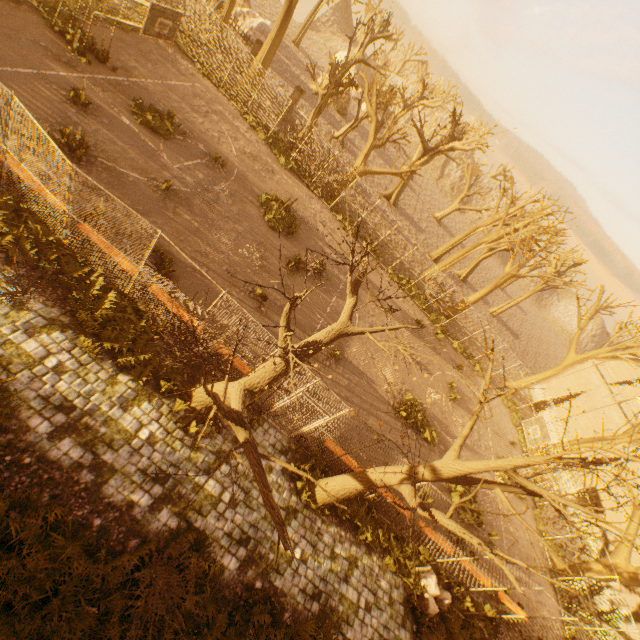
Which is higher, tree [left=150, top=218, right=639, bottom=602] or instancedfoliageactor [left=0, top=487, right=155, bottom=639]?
tree [left=150, top=218, right=639, bottom=602]

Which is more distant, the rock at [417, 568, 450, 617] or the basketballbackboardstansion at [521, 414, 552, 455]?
the basketballbackboardstansion at [521, 414, 552, 455]

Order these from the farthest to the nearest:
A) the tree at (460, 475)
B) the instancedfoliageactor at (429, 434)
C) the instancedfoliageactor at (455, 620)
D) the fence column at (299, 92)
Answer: the fence column at (299, 92)
the instancedfoliageactor at (429, 434)
the instancedfoliageactor at (455, 620)
the tree at (460, 475)

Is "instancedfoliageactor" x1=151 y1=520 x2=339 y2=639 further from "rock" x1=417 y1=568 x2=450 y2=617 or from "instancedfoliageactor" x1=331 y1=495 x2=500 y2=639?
"rock" x1=417 y1=568 x2=450 y2=617

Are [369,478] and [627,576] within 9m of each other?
no

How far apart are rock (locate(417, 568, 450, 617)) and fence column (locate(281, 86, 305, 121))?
28.8 meters

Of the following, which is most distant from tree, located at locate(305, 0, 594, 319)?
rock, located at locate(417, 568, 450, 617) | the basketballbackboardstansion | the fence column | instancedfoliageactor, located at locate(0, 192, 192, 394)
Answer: rock, located at locate(417, 568, 450, 617)

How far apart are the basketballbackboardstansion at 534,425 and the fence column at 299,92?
26.40m
